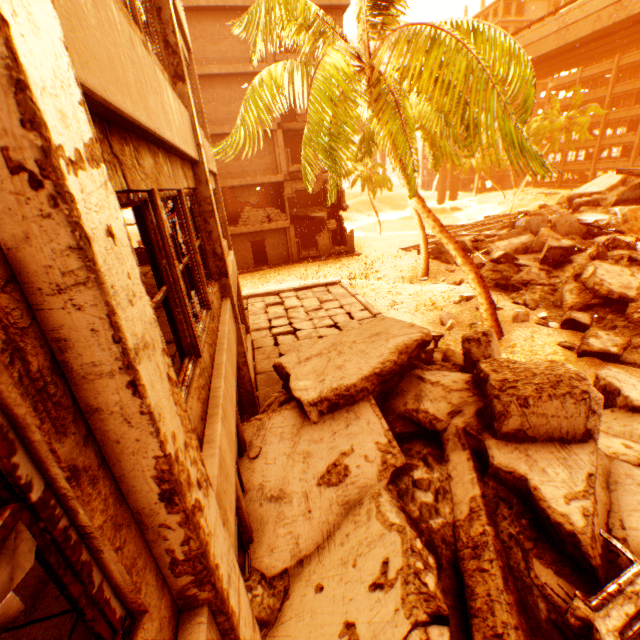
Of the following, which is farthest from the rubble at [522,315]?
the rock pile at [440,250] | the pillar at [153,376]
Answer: the pillar at [153,376]

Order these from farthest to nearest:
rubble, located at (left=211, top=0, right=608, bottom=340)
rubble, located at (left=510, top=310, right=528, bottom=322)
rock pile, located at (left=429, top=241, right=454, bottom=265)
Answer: rock pile, located at (left=429, top=241, right=454, bottom=265)
rubble, located at (left=510, top=310, right=528, bottom=322)
rubble, located at (left=211, top=0, right=608, bottom=340)

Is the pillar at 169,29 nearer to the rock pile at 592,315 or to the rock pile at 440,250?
the rock pile at 592,315

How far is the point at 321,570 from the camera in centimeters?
371cm

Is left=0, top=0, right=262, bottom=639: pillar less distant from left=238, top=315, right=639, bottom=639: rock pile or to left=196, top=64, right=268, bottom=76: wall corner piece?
left=238, top=315, right=639, bottom=639: rock pile

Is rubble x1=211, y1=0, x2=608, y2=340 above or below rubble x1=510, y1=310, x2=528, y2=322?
above

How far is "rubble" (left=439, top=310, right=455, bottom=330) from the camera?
11.6 meters

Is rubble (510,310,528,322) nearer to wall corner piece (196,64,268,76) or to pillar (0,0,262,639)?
wall corner piece (196,64,268,76)
